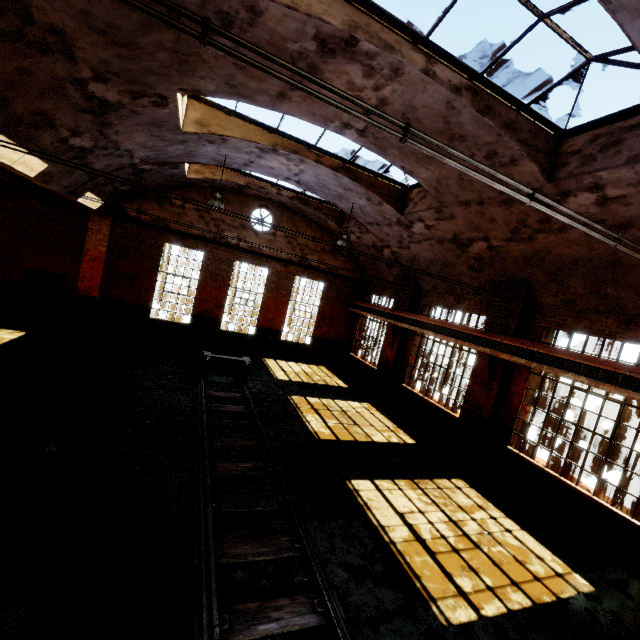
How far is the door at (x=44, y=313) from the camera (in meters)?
13.09

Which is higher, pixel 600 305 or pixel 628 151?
pixel 628 151

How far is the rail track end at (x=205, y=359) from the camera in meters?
10.9

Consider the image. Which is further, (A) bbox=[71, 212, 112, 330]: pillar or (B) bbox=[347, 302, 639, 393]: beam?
(A) bbox=[71, 212, 112, 330]: pillar

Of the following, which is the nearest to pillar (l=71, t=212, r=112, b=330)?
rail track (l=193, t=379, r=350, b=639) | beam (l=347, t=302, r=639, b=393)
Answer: rail track (l=193, t=379, r=350, b=639)

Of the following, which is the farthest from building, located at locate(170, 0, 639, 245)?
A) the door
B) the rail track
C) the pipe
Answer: the rail track

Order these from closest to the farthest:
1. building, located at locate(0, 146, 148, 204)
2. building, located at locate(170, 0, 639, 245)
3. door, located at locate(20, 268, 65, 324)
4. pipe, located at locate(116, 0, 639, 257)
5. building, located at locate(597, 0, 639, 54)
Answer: pipe, located at locate(116, 0, 639, 257) < building, located at locate(597, 0, 639, 54) < building, located at locate(170, 0, 639, 245) < building, located at locate(0, 146, 148, 204) < door, located at locate(20, 268, 65, 324)

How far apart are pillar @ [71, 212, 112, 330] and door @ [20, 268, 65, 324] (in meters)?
0.38
